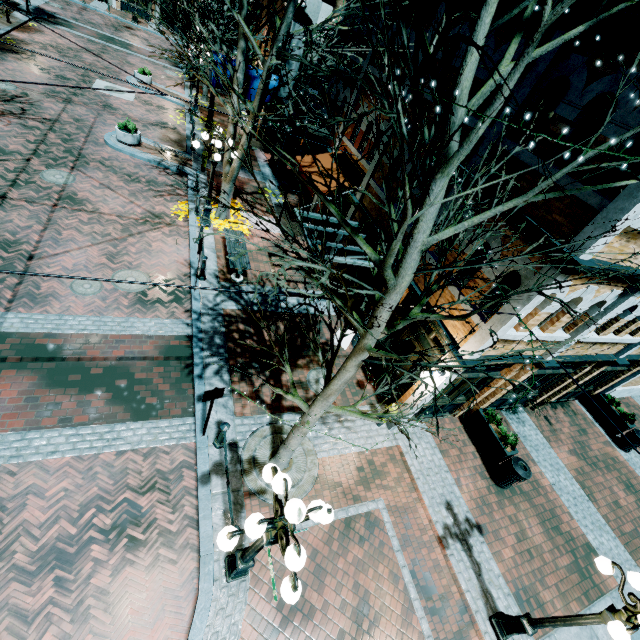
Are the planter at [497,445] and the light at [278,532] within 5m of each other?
no

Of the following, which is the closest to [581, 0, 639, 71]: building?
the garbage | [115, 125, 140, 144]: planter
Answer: the garbage

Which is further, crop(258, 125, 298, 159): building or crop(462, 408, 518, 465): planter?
crop(258, 125, 298, 159): building

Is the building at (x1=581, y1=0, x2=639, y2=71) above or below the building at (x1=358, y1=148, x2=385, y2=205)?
above

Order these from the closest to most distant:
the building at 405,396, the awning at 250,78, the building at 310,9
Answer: the building at 405,396 < the building at 310,9 < the awning at 250,78

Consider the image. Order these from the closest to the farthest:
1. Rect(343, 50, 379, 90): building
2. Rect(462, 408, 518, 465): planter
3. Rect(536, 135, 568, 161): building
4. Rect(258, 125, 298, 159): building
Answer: Rect(536, 135, 568, 161): building
Rect(462, 408, 518, 465): planter
Rect(343, 50, 379, 90): building
Rect(258, 125, 298, 159): building

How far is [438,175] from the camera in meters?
3.1

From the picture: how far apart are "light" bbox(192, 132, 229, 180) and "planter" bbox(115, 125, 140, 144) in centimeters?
613cm
